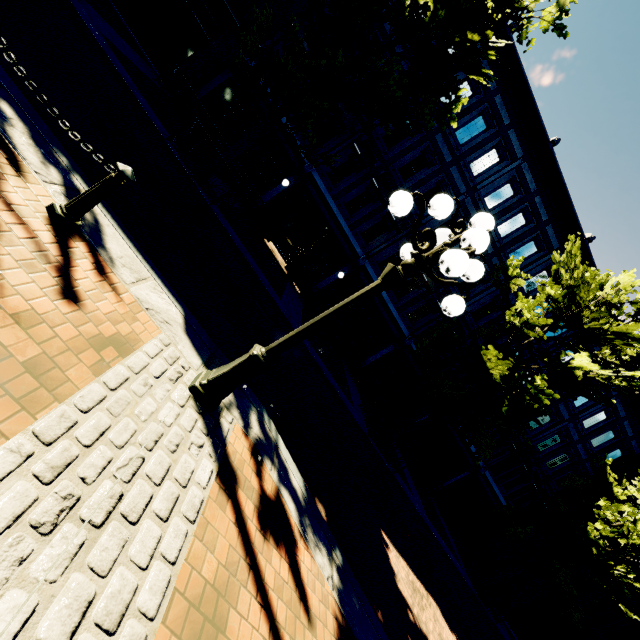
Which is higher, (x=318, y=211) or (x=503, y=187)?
(x=503, y=187)

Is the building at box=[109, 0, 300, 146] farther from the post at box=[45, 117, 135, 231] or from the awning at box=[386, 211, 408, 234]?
the post at box=[45, 117, 135, 231]

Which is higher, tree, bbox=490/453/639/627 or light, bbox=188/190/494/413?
tree, bbox=490/453/639/627

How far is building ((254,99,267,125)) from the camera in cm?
1412

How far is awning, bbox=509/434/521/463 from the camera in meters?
18.6 m

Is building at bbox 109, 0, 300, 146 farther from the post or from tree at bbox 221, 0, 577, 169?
the post

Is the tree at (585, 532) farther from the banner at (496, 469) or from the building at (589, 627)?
the banner at (496, 469)

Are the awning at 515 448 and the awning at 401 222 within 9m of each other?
no
